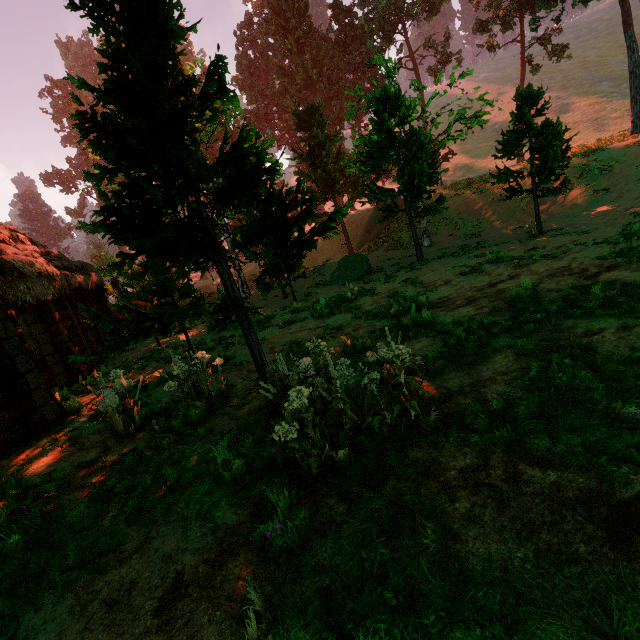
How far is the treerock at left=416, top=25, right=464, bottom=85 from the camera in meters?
34.1

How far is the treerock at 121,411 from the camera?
5.8 meters

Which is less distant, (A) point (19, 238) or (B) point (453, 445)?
(B) point (453, 445)

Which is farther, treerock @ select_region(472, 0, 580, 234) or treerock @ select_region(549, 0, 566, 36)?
treerock @ select_region(549, 0, 566, 36)

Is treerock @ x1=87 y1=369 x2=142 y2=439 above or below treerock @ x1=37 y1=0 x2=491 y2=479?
below

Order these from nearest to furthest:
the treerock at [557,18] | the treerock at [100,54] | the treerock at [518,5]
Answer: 1. the treerock at [100,54]
2. the treerock at [518,5]
3. the treerock at [557,18]
